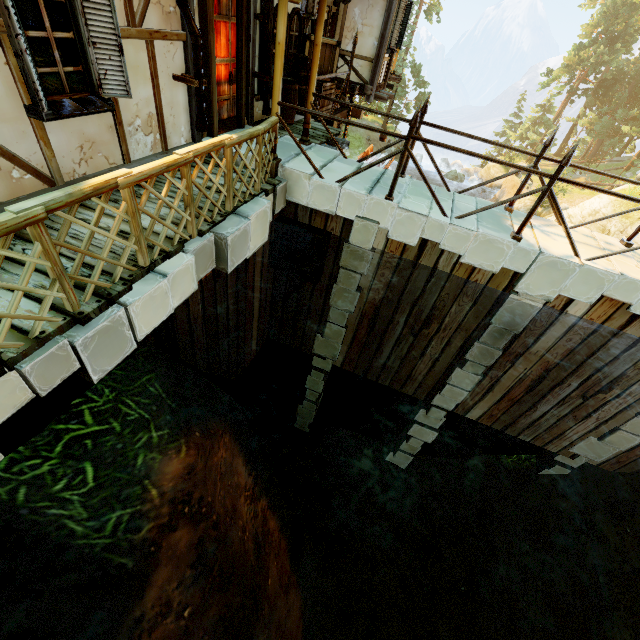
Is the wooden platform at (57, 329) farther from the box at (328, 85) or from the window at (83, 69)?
the box at (328, 85)

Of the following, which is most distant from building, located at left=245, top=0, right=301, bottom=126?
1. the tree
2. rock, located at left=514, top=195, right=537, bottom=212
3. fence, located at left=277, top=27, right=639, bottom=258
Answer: rock, located at left=514, top=195, right=537, bottom=212

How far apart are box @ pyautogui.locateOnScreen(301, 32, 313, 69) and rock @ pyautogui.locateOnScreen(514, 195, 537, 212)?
24.6 meters

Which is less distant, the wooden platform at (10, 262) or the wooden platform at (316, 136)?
the wooden platform at (10, 262)

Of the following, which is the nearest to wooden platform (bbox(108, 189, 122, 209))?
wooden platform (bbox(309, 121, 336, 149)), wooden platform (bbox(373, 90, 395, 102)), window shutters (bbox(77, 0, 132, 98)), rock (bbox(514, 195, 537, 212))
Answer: window shutters (bbox(77, 0, 132, 98))

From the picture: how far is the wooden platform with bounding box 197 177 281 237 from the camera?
4.3m

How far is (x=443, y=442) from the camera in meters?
10.1 m

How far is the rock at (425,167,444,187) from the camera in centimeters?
3741cm
